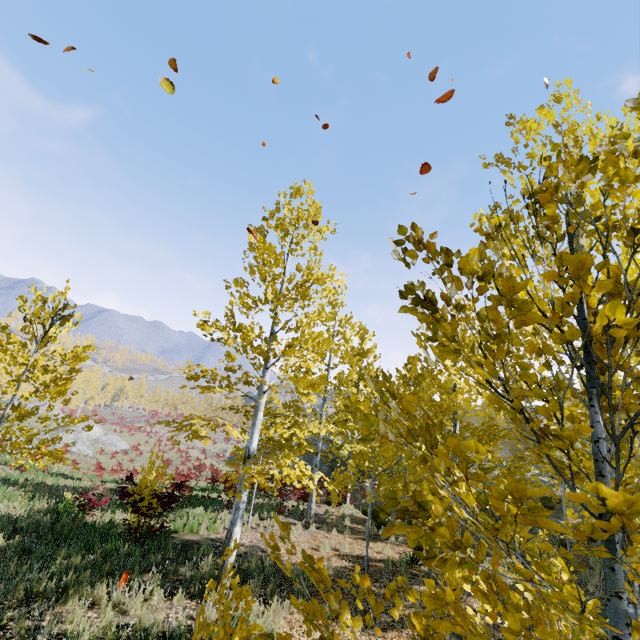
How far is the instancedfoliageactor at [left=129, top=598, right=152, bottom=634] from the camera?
5.5m

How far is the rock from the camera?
31.9m

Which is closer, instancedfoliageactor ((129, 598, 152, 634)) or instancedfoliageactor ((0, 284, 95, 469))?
instancedfoliageactor ((129, 598, 152, 634))

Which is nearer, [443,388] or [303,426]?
[443,388]

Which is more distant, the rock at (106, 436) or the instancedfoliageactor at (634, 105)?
the rock at (106, 436)

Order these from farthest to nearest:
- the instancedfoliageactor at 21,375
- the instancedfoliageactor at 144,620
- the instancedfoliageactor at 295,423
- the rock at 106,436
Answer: the rock at 106,436, the instancedfoliageactor at 21,375, the instancedfoliageactor at 144,620, the instancedfoliageactor at 295,423

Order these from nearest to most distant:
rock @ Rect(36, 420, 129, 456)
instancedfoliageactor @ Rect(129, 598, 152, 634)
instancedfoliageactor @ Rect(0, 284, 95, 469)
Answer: instancedfoliageactor @ Rect(129, 598, 152, 634) < instancedfoliageactor @ Rect(0, 284, 95, 469) < rock @ Rect(36, 420, 129, 456)
